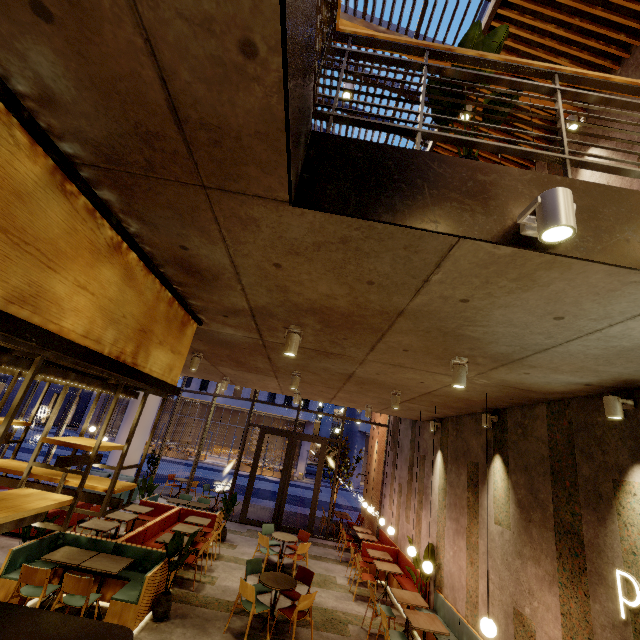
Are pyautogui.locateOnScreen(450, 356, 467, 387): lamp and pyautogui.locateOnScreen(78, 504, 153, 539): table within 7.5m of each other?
no

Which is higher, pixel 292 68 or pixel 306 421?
pixel 306 421

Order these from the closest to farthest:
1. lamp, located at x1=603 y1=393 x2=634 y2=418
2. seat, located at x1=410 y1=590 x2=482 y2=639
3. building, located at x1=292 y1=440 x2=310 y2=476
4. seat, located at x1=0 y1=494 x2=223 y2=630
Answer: lamp, located at x1=603 y1=393 x2=634 y2=418
seat, located at x1=0 y1=494 x2=223 y2=630
seat, located at x1=410 y1=590 x2=482 y2=639
building, located at x1=292 y1=440 x2=310 y2=476

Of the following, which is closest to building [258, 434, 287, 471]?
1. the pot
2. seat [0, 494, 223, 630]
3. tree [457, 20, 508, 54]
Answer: seat [0, 494, 223, 630]

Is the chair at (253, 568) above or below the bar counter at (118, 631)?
below

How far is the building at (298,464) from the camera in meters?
35.8

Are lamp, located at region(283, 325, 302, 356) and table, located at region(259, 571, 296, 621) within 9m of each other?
yes

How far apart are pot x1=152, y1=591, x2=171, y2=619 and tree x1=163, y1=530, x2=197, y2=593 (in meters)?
0.05
